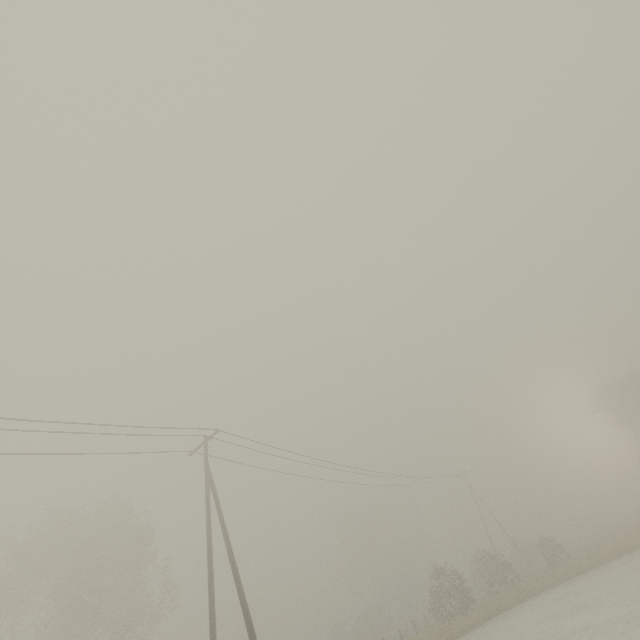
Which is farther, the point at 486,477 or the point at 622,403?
the point at 486,477
